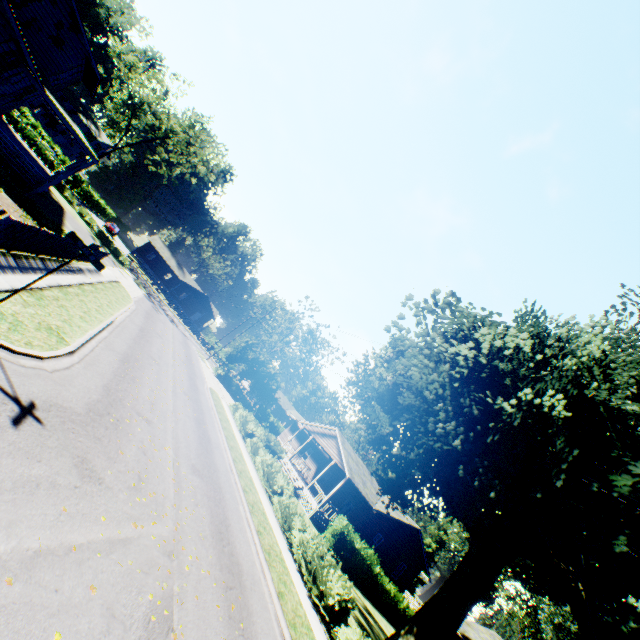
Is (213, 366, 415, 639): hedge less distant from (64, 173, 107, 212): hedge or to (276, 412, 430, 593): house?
(276, 412, 430, 593): house

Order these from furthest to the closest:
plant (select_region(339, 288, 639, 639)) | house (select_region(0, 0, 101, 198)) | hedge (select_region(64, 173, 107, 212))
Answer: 1. hedge (select_region(64, 173, 107, 212))
2. house (select_region(0, 0, 101, 198))
3. plant (select_region(339, 288, 639, 639))

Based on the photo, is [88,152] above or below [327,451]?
below

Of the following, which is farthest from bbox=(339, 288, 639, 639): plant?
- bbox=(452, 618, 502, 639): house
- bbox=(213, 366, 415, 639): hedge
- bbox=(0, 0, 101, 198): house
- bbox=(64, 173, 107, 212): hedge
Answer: bbox=(64, 173, 107, 212): hedge

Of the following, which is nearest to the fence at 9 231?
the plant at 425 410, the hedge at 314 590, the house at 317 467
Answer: the plant at 425 410

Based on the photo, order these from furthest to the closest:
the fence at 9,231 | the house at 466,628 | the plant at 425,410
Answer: the house at 466,628
the plant at 425,410
the fence at 9,231

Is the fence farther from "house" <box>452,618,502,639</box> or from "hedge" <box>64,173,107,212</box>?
"house" <box>452,618,502,639</box>

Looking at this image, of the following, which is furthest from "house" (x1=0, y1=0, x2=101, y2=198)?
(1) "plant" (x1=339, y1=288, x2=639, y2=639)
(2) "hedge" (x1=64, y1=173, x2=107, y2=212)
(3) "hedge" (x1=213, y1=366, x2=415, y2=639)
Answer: (2) "hedge" (x1=64, y1=173, x2=107, y2=212)
